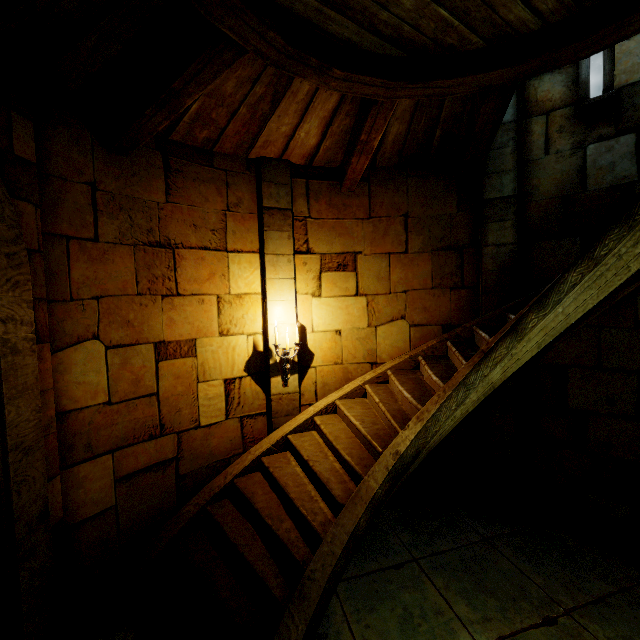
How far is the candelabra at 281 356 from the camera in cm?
491

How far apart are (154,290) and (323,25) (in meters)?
3.40

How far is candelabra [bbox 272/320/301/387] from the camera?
4.91m
